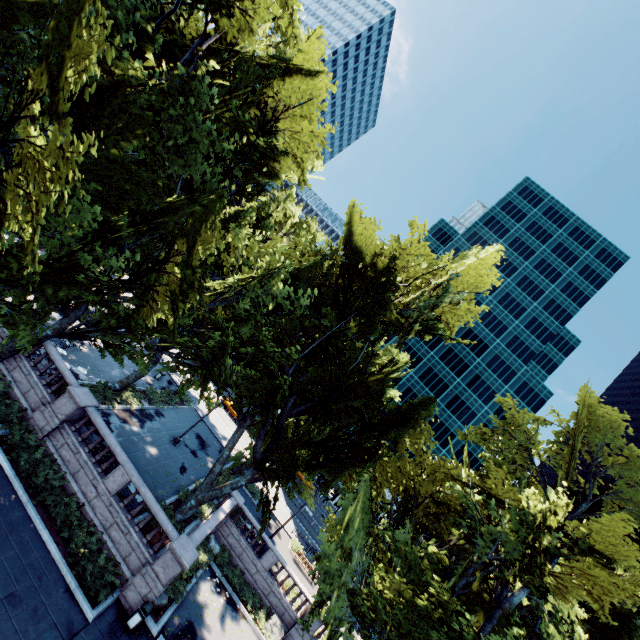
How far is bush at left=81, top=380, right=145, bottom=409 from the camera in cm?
2185

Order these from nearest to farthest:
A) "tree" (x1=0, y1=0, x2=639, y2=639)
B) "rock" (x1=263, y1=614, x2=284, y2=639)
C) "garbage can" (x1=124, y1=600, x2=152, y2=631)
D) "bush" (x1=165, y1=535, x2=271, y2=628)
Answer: "tree" (x1=0, y1=0, x2=639, y2=639)
"garbage can" (x1=124, y1=600, x2=152, y2=631)
"bush" (x1=165, y1=535, x2=271, y2=628)
"rock" (x1=263, y1=614, x2=284, y2=639)

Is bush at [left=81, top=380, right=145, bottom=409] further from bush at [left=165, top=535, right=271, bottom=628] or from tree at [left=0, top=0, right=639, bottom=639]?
bush at [left=165, top=535, right=271, bottom=628]

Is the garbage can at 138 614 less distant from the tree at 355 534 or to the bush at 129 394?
the tree at 355 534

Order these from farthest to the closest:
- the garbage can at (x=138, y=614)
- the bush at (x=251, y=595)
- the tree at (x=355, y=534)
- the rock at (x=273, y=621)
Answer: the rock at (x=273, y=621)
the bush at (x=251, y=595)
the garbage can at (x=138, y=614)
the tree at (x=355, y=534)

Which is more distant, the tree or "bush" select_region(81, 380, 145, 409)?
"bush" select_region(81, 380, 145, 409)

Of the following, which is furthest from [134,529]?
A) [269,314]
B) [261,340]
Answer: [269,314]

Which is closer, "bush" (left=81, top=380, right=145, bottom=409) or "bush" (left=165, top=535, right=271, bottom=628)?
"bush" (left=165, top=535, right=271, bottom=628)
